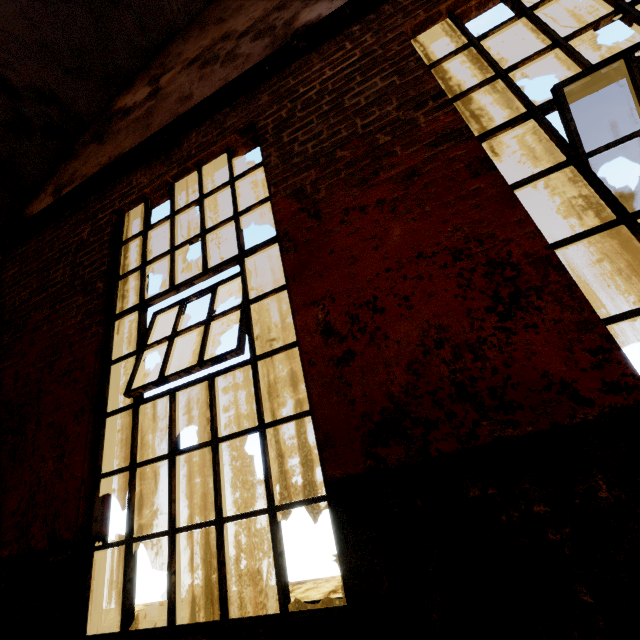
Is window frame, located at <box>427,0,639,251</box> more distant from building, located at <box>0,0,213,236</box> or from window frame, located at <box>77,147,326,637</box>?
building, located at <box>0,0,213,236</box>

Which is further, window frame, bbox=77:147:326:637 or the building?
the building

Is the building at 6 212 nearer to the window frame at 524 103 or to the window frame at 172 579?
the window frame at 172 579

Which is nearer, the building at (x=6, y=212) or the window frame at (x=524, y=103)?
the window frame at (x=524, y=103)

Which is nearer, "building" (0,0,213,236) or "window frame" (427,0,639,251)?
"window frame" (427,0,639,251)

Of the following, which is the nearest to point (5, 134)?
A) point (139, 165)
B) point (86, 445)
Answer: point (139, 165)

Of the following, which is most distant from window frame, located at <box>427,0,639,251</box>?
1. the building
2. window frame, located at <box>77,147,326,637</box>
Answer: the building
